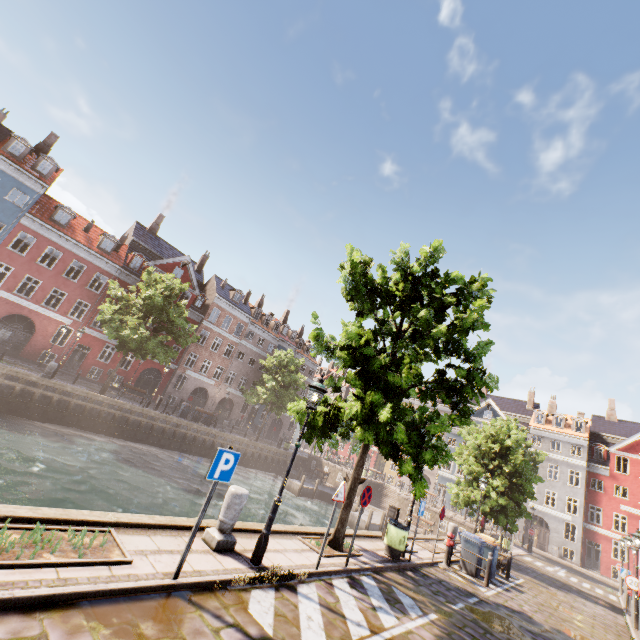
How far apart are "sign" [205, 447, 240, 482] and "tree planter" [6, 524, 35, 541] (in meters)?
1.49

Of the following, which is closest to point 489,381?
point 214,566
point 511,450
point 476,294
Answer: point 476,294

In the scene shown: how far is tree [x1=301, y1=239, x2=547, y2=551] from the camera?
8.6m

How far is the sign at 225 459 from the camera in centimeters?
516cm

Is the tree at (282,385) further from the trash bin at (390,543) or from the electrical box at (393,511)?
the electrical box at (393,511)

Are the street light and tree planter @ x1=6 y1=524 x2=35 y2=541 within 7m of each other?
yes

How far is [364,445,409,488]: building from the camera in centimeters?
4878cm

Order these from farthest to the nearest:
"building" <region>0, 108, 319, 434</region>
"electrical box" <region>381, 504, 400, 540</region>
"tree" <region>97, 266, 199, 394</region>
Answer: "building" <region>0, 108, 319, 434</region>
"tree" <region>97, 266, 199, 394</region>
"electrical box" <region>381, 504, 400, 540</region>
